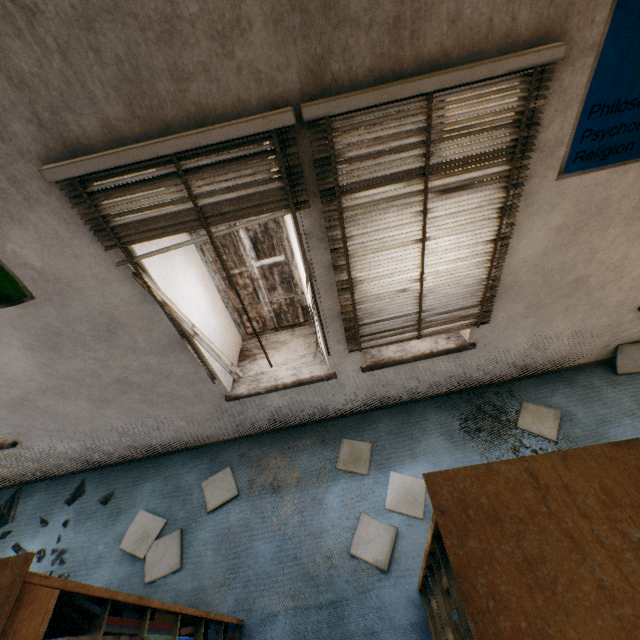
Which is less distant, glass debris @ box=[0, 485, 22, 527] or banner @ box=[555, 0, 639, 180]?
banner @ box=[555, 0, 639, 180]

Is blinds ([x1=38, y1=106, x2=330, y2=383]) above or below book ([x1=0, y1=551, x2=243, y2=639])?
above

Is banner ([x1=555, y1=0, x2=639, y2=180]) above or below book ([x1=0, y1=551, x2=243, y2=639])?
above

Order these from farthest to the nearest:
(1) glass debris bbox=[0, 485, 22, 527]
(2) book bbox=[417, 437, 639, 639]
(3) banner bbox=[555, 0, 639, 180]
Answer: (1) glass debris bbox=[0, 485, 22, 527] → (3) banner bbox=[555, 0, 639, 180] → (2) book bbox=[417, 437, 639, 639]

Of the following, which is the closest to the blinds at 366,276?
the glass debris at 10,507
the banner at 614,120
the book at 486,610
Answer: the banner at 614,120

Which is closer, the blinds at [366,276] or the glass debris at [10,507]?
the blinds at [366,276]

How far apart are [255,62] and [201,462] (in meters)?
3.64

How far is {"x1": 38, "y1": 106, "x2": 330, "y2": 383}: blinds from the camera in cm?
159
